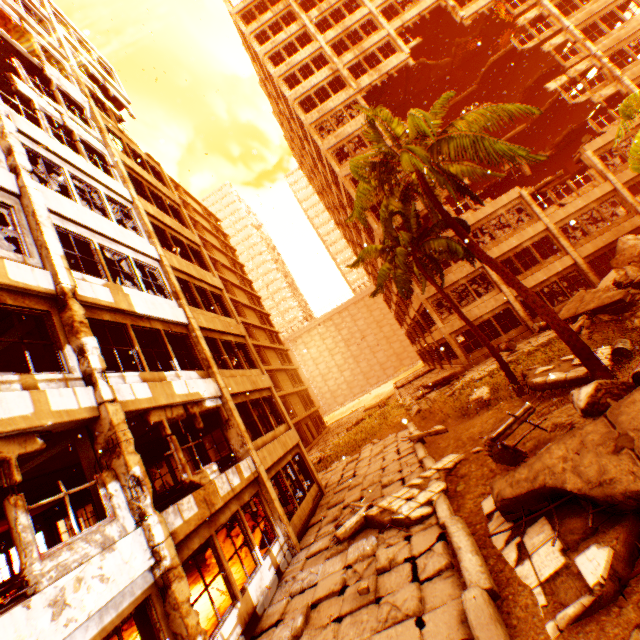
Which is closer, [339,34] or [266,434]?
[266,434]

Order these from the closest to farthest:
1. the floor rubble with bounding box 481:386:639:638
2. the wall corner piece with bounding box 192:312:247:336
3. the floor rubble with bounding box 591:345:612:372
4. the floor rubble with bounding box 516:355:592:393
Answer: the floor rubble with bounding box 481:386:639:638, the floor rubble with bounding box 591:345:612:372, the floor rubble with bounding box 516:355:592:393, the wall corner piece with bounding box 192:312:247:336

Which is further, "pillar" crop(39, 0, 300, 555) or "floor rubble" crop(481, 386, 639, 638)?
"pillar" crop(39, 0, 300, 555)

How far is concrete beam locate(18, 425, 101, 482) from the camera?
6.5 meters

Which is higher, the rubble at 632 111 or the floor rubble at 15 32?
the floor rubble at 15 32

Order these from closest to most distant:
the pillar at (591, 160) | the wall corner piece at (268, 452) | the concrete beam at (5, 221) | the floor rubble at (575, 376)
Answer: the concrete beam at (5, 221) < the floor rubble at (575, 376) < the wall corner piece at (268, 452) < the pillar at (591, 160)

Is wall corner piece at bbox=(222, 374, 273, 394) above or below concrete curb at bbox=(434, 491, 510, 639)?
above

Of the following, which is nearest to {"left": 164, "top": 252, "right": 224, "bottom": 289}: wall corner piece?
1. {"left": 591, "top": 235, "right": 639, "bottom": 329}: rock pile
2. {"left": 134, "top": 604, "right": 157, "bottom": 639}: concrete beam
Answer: {"left": 591, "top": 235, "right": 639, "bottom": 329}: rock pile
